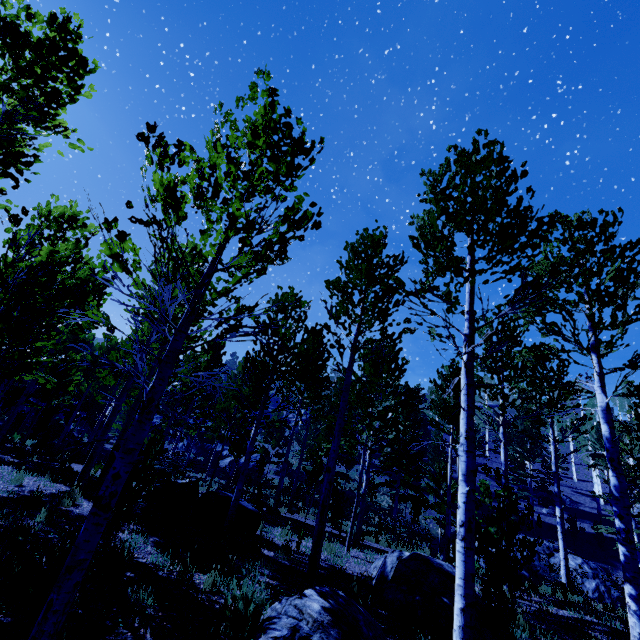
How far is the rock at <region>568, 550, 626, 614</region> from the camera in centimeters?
1255cm

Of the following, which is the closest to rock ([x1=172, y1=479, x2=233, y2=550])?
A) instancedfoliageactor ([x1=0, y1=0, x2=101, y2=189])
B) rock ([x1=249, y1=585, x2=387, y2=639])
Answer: instancedfoliageactor ([x1=0, y1=0, x2=101, y2=189])

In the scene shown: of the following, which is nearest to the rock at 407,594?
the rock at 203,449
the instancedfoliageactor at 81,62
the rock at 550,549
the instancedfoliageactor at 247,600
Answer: the instancedfoliageactor at 81,62

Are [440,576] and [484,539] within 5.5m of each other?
yes

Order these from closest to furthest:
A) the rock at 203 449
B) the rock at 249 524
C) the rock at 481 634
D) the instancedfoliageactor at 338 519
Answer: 1. the instancedfoliageactor at 338 519
2. the rock at 481 634
3. the rock at 249 524
4. the rock at 203 449

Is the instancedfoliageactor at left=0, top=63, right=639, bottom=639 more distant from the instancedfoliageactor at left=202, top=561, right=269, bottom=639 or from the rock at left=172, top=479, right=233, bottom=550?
the instancedfoliageactor at left=202, top=561, right=269, bottom=639

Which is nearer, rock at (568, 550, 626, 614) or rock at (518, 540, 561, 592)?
rock at (568, 550, 626, 614)

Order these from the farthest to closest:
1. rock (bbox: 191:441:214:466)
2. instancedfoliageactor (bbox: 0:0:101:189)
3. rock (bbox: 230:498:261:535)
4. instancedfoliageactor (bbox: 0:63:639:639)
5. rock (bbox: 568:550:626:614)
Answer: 1. rock (bbox: 191:441:214:466)
2. rock (bbox: 568:550:626:614)
3. rock (bbox: 230:498:261:535)
4. instancedfoliageactor (bbox: 0:0:101:189)
5. instancedfoliageactor (bbox: 0:63:639:639)
